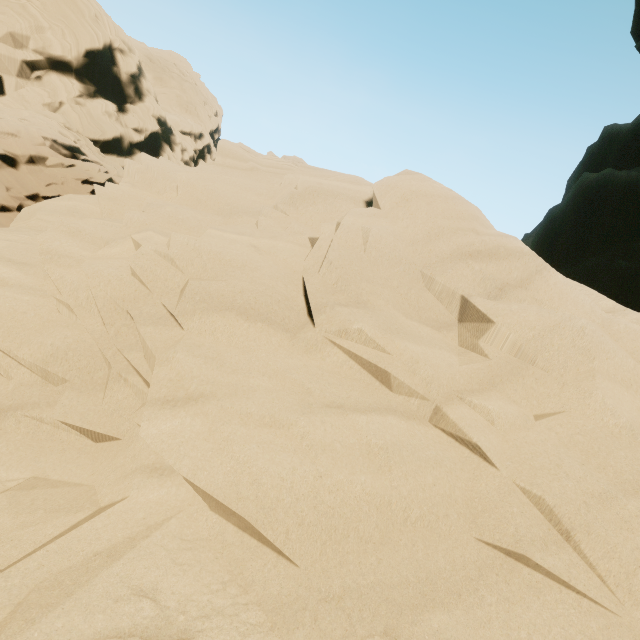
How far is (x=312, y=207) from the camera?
5.23m
